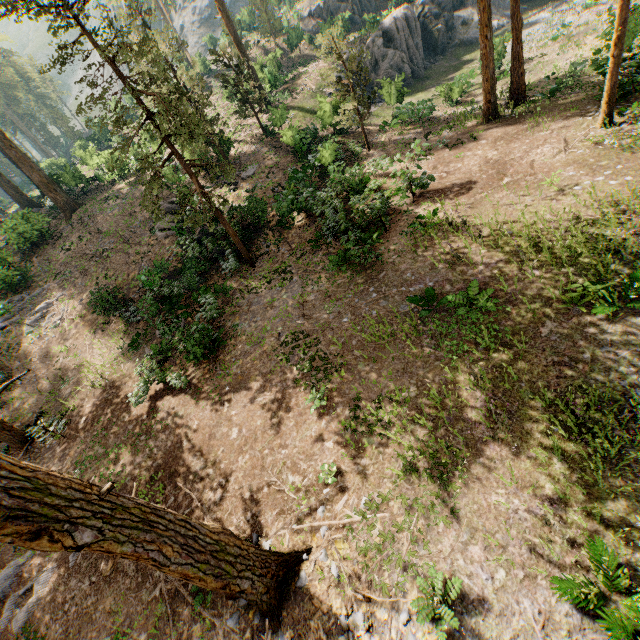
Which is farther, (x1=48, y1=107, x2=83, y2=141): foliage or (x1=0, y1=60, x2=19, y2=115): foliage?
(x1=0, y1=60, x2=19, y2=115): foliage

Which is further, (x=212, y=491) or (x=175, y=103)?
(x=175, y=103)

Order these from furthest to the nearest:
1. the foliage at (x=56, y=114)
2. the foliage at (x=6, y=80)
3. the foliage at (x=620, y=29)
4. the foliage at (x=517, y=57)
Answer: the foliage at (x=6, y=80)
the foliage at (x=56, y=114)
the foliage at (x=517, y=57)
the foliage at (x=620, y=29)

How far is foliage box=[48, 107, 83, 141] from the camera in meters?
54.8

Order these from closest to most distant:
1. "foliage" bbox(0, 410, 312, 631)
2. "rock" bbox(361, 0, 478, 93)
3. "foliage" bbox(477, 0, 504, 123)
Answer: "foliage" bbox(0, 410, 312, 631) → "foliage" bbox(477, 0, 504, 123) → "rock" bbox(361, 0, 478, 93)

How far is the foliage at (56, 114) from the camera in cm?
5478
